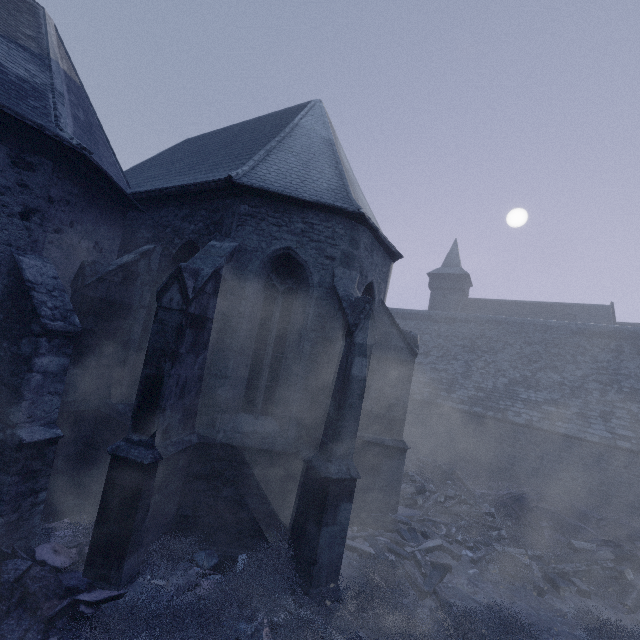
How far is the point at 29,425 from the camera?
5.30m

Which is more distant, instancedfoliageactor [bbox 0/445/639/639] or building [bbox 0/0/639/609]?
building [bbox 0/0/639/609]

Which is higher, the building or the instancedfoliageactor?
the building

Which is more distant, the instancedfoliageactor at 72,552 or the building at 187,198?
the building at 187,198

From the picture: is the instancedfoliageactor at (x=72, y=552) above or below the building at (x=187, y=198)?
below
